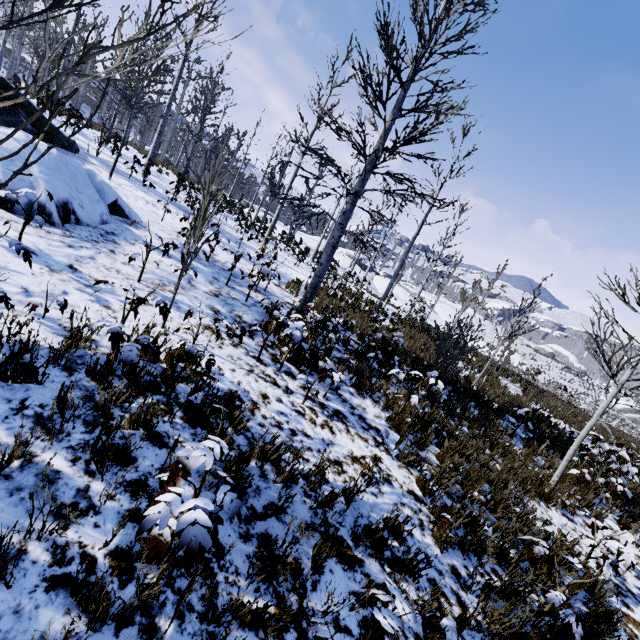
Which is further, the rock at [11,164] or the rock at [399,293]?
the rock at [399,293]

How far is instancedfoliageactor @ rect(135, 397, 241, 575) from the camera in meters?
1.5 m

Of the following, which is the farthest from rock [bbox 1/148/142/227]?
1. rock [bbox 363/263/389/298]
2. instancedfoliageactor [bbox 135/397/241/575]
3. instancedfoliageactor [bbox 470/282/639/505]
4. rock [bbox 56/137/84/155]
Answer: rock [bbox 363/263/389/298]

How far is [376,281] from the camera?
39.1 meters

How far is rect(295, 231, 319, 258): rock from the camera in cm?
3212

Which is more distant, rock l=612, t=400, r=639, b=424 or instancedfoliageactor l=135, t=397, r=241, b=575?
rock l=612, t=400, r=639, b=424

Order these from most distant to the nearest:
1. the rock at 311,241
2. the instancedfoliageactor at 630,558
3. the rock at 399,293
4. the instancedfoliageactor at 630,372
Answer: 1. the rock at 399,293
2. the rock at 311,241
3. the instancedfoliageactor at 630,372
4. the instancedfoliageactor at 630,558

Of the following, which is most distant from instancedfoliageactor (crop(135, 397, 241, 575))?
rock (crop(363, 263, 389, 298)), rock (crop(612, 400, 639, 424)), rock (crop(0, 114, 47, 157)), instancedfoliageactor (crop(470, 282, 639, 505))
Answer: rock (crop(612, 400, 639, 424))
